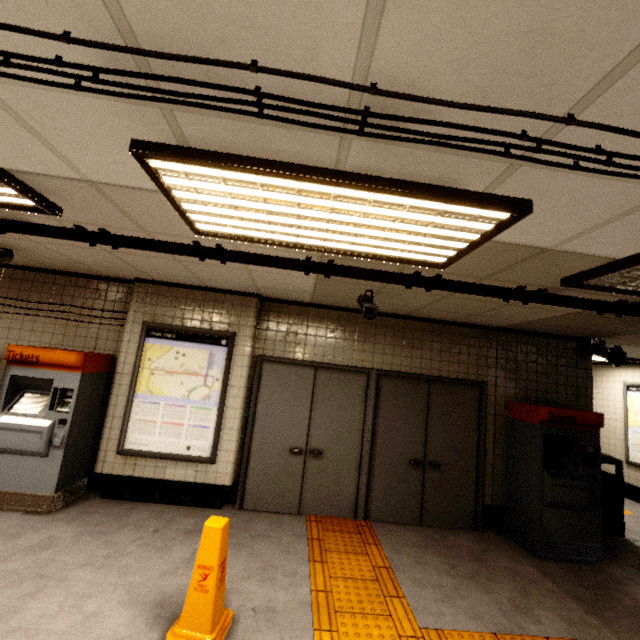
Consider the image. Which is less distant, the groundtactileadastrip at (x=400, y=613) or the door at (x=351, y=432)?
the groundtactileadastrip at (x=400, y=613)

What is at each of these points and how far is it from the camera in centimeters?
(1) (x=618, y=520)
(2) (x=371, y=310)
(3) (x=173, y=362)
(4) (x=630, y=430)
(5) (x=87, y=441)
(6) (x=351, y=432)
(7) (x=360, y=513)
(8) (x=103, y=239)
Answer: (1) trash can, 499cm
(2) cctv camera, 361cm
(3) sign, 445cm
(4) sign, 705cm
(5) ticket machine, 425cm
(6) door, 468cm
(7) door frame, 451cm
(8) pipe, 278cm

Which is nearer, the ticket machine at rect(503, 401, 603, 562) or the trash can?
the ticket machine at rect(503, 401, 603, 562)

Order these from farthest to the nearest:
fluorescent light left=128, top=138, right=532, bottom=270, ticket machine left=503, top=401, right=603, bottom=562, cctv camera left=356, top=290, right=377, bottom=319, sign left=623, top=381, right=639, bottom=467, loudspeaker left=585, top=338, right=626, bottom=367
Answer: sign left=623, top=381, right=639, bottom=467 → loudspeaker left=585, top=338, right=626, bottom=367 → ticket machine left=503, top=401, right=603, bottom=562 → cctv camera left=356, top=290, right=377, bottom=319 → fluorescent light left=128, top=138, right=532, bottom=270

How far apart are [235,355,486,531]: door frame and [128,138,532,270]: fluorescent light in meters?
2.5

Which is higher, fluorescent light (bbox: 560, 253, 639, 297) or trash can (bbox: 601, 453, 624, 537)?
fluorescent light (bbox: 560, 253, 639, 297)

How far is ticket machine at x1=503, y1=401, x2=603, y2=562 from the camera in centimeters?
410cm

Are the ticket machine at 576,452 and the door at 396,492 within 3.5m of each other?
yes
